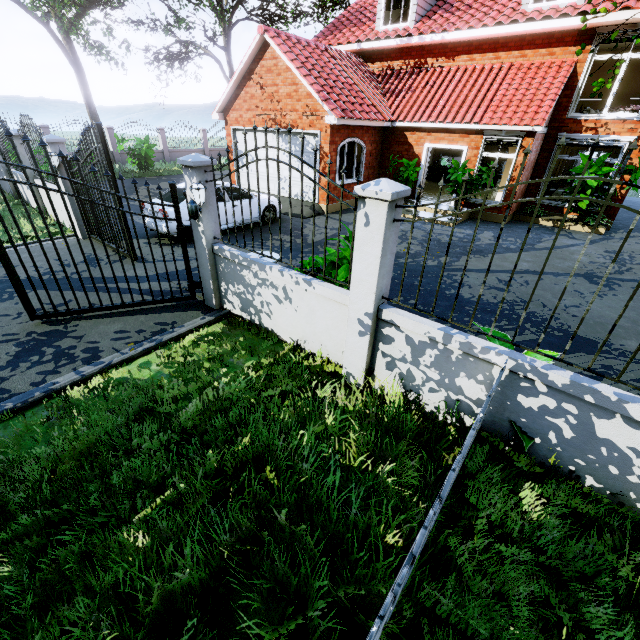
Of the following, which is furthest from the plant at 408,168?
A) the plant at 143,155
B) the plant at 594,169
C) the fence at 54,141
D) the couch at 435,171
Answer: the plant at 143,155

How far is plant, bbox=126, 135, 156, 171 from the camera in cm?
1818

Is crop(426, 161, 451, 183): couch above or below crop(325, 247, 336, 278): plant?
below

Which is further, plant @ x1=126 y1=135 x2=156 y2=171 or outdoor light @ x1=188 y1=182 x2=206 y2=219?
plant @ x1=126 y1=135 x2=156 y2=171

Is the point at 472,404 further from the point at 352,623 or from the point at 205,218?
the point at 205,218

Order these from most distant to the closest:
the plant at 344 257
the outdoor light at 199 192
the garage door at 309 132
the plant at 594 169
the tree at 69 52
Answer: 1. the tree at 69 52
2. the garage door at 309 132
3. the plant at 594 169
4. the outdoor light at 199 192
5. the plant at 344 257

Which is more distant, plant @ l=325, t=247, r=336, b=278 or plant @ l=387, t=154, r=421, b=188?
plant @ l=387, t=154, r=421, b=188

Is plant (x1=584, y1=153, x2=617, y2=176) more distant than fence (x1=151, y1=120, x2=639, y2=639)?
Yes
